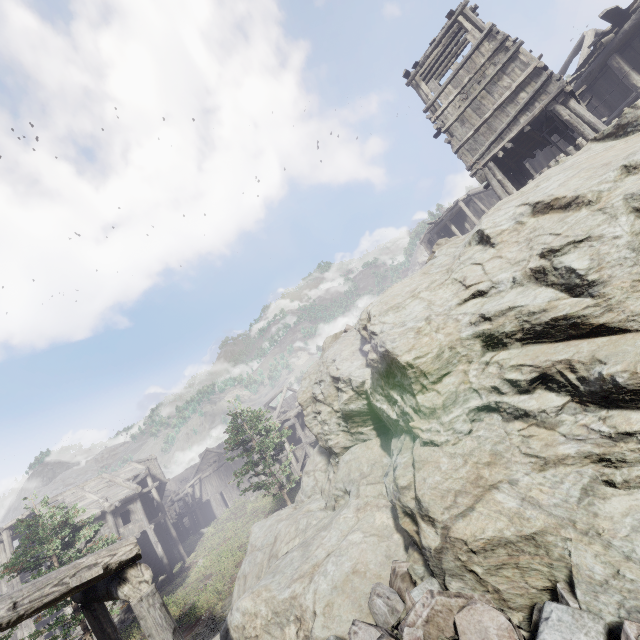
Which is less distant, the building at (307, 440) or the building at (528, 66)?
the building at (528, 66)

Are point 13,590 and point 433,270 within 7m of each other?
no

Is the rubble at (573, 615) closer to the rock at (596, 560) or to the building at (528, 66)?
the rock at (596, 560)

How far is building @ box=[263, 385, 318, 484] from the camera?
29.0 meters

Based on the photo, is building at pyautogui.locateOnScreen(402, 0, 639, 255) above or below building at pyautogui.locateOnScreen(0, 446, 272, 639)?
above

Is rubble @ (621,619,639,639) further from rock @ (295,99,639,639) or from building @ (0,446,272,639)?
building @ (0,446,272,639)

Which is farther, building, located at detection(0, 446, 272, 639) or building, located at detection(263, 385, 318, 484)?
building, located at detection(263, 385, 318, 484)

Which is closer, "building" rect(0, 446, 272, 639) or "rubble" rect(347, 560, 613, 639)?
"rubble" rect(347, 560, 613, 639)
